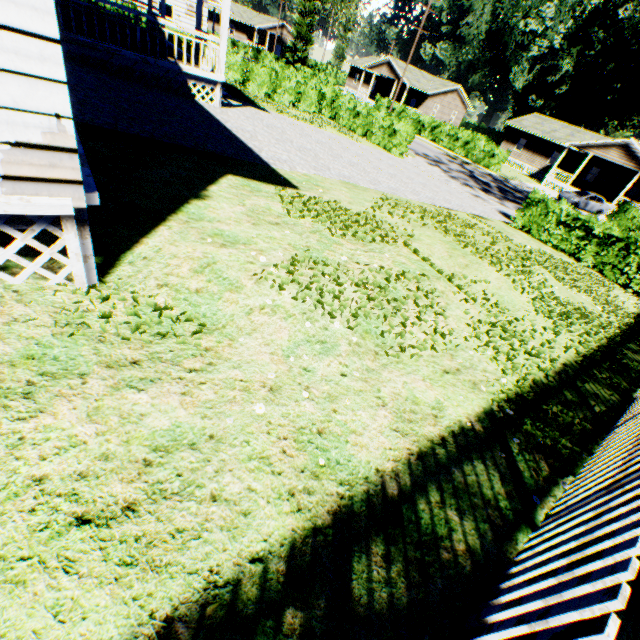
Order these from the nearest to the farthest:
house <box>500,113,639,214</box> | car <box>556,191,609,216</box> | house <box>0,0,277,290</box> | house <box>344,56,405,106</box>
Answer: A: house <box>0,0,277,290</box>, car <box>556,191,609,216</box>, house <box>500,113,639,214</box>, house <box>344,56,405,106</box>

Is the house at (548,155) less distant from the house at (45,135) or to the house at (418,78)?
the house at (418,78)

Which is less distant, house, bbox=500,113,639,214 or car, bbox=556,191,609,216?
car, bbox=556,191,609,216

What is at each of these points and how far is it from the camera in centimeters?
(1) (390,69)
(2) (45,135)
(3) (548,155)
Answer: (1) house, 4644cm
(2) house, 241cm
(3) house, 4175cm

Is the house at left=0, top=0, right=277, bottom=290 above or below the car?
above

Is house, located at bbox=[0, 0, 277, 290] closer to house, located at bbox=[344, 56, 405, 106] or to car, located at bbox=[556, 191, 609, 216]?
house, located at bbox=[344, 56, 405, 106]

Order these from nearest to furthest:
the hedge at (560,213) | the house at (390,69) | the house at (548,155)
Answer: the hedge at (560,213)
the house at (548,155)
the house at (390,69)

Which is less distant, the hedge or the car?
the hedge
